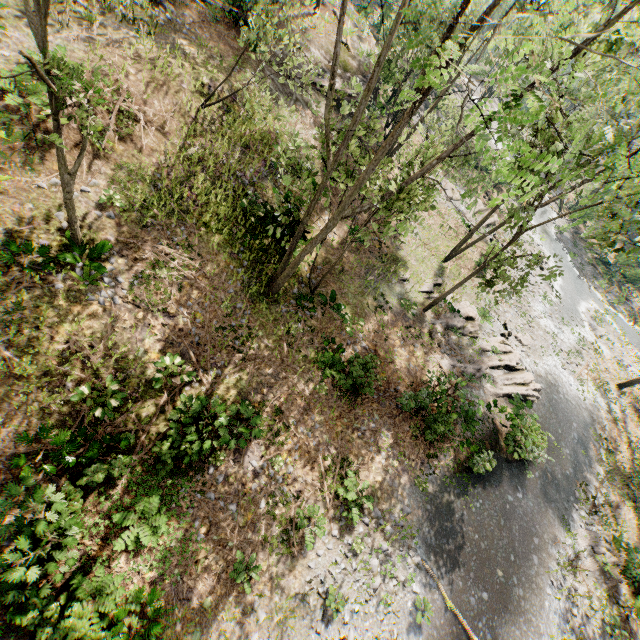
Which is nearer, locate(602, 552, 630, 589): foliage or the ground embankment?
the ground embankment

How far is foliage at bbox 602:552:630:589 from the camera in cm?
1639

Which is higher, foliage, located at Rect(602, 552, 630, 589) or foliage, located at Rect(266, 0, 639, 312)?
foliage, located at Rect(266, 0, 639, 312)

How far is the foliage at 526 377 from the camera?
19.12m

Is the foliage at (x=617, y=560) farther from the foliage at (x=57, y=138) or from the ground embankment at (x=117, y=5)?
the foliage at (x=57, y=138)

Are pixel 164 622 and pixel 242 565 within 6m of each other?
yes

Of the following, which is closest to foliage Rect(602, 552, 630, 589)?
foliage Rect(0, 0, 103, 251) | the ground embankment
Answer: the ground embankment
